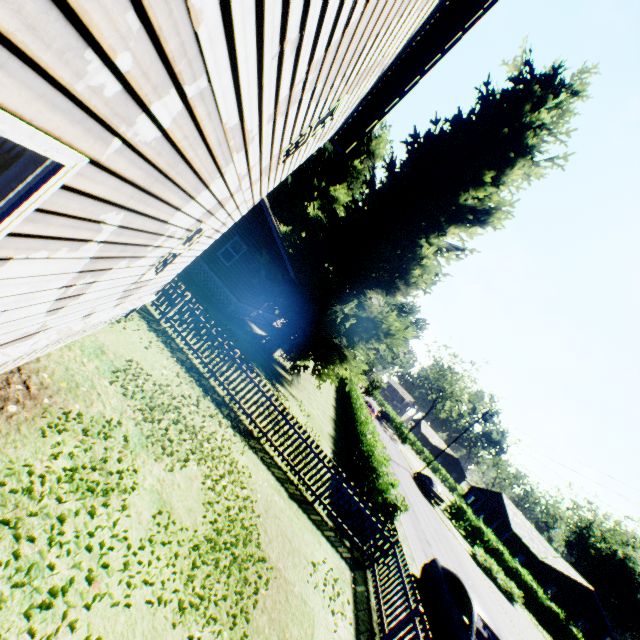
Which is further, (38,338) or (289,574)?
(289,574)

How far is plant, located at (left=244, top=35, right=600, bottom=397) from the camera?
17.2 meters

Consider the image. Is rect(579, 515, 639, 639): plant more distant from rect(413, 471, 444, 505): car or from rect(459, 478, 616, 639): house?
rect(459, 478, 616, 639): house

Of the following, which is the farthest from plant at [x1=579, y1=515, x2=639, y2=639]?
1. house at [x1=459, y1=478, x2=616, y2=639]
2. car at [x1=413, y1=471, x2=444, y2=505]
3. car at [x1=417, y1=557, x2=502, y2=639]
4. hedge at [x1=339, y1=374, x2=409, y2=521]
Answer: house at [x1=459, y1=478, x2=616, y2=639]

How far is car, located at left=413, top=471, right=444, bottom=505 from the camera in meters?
31.8

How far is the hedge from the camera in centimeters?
1118cm

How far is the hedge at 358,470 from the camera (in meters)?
11.18

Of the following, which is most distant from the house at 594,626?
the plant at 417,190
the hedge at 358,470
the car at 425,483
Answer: the hedge at 358,470
